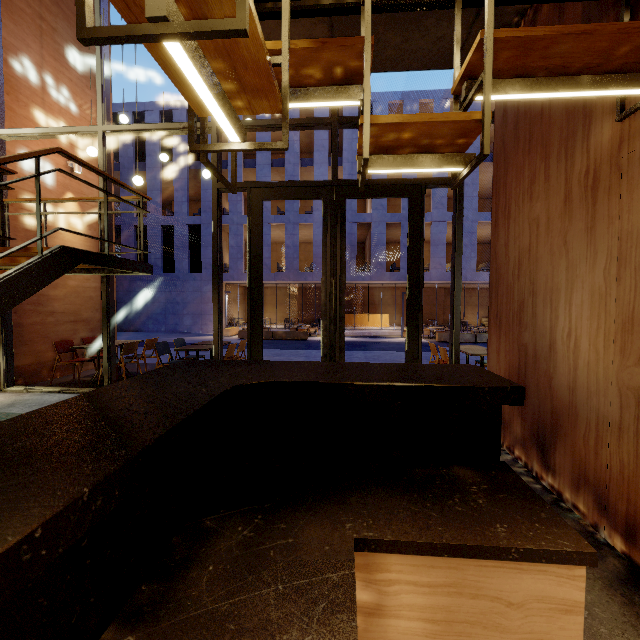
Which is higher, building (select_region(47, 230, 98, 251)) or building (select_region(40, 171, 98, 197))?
building (select_region(40, 171, 98, 197))

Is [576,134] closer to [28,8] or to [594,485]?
[594,485]

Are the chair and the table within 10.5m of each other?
yes

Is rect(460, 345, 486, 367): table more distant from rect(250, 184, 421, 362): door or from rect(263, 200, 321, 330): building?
rect(263, 200, 321, 330): building

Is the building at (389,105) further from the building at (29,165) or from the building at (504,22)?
the building at (504,22)

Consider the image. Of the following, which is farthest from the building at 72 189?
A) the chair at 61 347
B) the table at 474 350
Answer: the table at 474 350

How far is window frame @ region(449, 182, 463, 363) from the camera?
5.08m

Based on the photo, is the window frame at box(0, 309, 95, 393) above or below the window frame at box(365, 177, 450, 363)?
below
